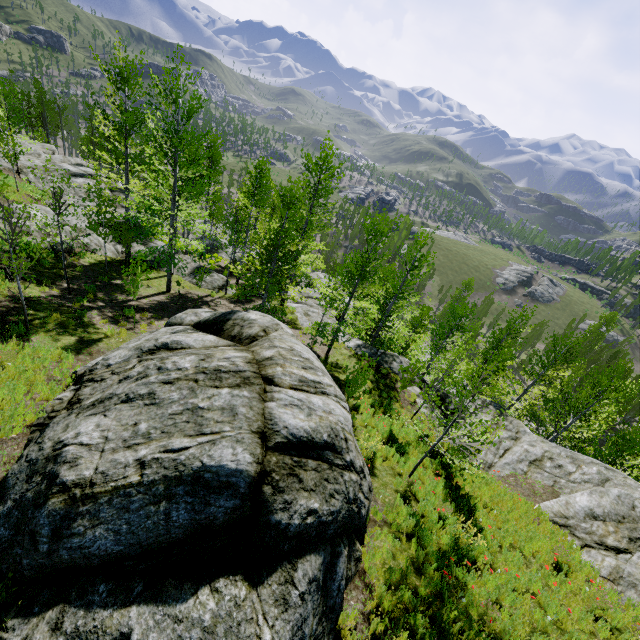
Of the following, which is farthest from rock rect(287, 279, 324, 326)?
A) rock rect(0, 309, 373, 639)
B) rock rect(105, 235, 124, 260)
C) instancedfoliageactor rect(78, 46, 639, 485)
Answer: rock rect(105, 235, 124, 260)

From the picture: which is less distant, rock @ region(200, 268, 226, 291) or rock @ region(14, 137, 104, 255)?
rock @ region(14, 137, 104, 255)

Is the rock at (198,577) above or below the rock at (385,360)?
above

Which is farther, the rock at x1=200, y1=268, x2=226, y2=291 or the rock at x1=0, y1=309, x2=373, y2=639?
the rock at x1=200, y1=268, x2=226, y2=291

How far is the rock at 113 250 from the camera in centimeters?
1998cm

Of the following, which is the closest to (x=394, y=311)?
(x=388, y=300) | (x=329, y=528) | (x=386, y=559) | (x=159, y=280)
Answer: (x=388, y=300)

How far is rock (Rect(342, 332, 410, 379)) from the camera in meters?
18.5 m
